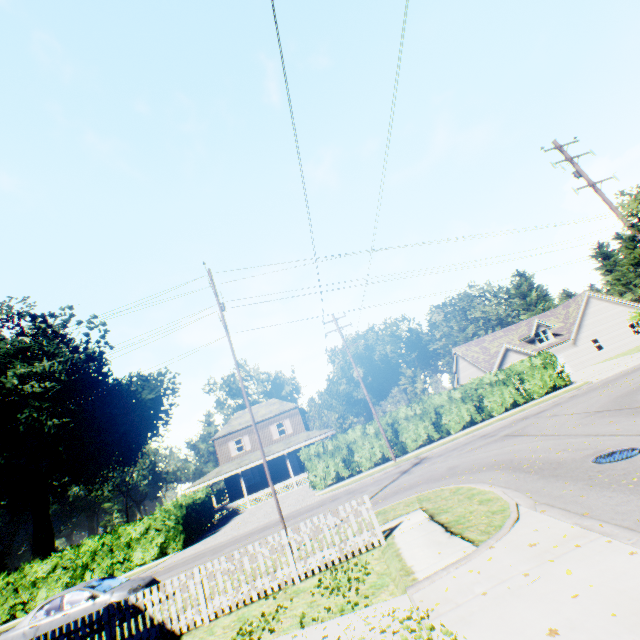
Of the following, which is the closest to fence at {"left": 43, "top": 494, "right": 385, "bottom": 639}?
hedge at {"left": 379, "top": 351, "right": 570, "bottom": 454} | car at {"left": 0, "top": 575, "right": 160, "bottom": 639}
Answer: car at {"left": 0, "top": 575, "right": 160, "bottom": 639}

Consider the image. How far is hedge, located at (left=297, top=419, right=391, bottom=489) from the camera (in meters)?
23.77

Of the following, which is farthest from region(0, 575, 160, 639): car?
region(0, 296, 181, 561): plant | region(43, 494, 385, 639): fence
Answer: region(0, 296, 181, 561): plant

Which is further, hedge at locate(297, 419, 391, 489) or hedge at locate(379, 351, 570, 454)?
hedge at locate(379, 351, 570, 454)

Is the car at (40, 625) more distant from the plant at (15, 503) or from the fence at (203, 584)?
the plant at (15, 503)

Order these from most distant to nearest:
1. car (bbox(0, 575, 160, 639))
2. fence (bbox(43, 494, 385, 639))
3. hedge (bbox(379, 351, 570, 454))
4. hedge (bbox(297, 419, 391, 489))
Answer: hedge (bbox(379, 351, 570, 454)) < hedge (bbox(297, 419, 391, 489)) < car (bbox(0, 575, 160, 639)) < fence (bbox(43, 494, 385, 639))

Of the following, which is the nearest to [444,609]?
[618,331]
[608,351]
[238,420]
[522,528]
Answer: [522,528]
